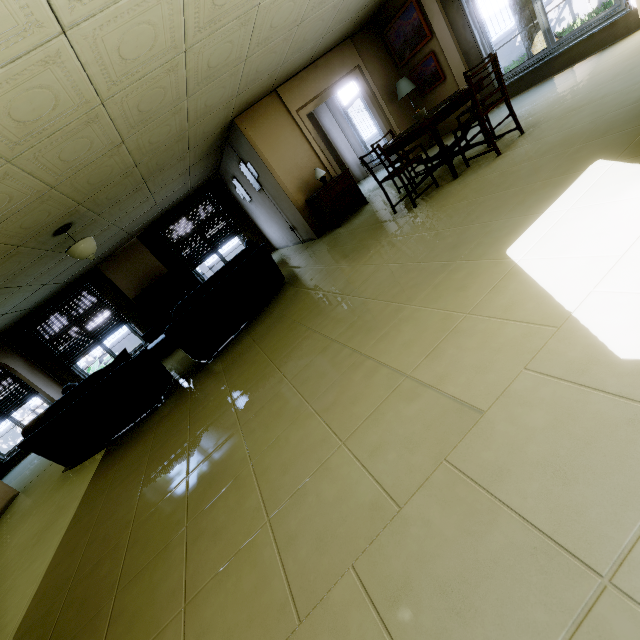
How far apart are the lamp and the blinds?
9.1m

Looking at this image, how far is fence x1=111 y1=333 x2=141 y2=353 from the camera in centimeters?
1499cm

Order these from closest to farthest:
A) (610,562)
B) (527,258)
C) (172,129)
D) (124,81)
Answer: (610,562)
(527,258)
(124,81)
(172,129)

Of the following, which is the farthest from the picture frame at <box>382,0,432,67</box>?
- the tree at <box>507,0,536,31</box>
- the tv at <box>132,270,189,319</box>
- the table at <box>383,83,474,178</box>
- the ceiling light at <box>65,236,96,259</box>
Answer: the tv at <box>132,270,189,319</box>

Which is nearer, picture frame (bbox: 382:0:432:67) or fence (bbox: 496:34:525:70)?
picture frame (bbox: 382:0:432:67)

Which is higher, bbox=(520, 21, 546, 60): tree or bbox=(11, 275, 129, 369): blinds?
bbox=(11, 275, 129, 369): blinds

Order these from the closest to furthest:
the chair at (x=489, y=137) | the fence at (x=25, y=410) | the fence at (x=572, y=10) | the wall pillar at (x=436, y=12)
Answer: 1. the chair at (x=489, y=137)
2. the wall pillar at (x=436, y=12)
3. the fence at (x=572, y=10)
4. the fence at (x=25, y=410)

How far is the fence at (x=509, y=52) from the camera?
11.3m
